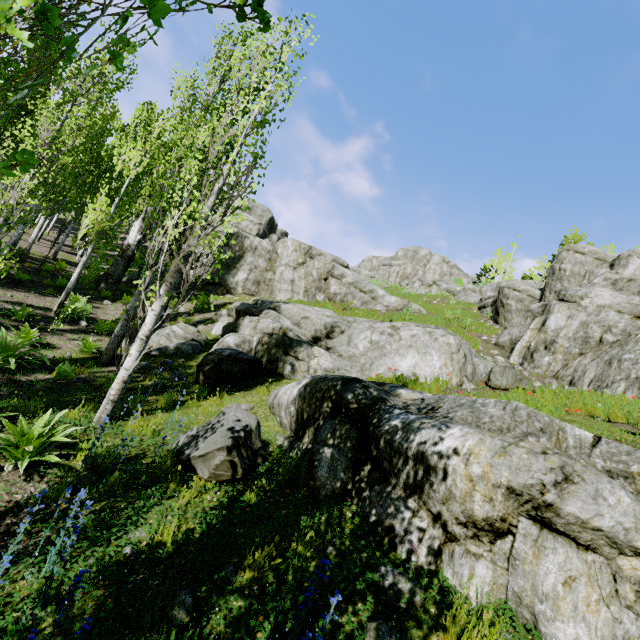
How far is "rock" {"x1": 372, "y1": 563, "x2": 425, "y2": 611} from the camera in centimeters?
304cm

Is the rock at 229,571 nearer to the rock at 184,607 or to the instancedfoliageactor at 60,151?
the instancedfoliageactor at 60,151

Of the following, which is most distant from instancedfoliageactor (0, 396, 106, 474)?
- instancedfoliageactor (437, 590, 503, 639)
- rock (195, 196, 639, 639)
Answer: instancedfoliageactor (437, 590, 503, 639)

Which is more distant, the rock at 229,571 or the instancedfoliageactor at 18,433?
the instancedfoliageactor at 18,433

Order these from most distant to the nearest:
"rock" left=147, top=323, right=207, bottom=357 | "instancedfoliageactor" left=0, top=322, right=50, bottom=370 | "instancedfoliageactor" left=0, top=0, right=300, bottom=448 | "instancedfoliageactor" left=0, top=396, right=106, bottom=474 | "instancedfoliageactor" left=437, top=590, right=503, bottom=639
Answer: "rock" left=147, top=323, right=207, bottom=357
"instancedfoliageactor" left=0, top=322, right=50, bottom=370
"instancedfoliageactor" left=0, top=396, right=106, bottom=474
"instancedfoliageactor" left=437, top=590, right=503, bottom=639
"instancedfoliageactor" left=0, top=0, right=300, bottom=448

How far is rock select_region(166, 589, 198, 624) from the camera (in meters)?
2.75

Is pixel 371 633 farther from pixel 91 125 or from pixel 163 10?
pixel 91 125

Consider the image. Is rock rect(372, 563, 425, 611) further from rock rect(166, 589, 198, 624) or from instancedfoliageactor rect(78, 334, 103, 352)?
rock rect(166, 589, 198, 624)
